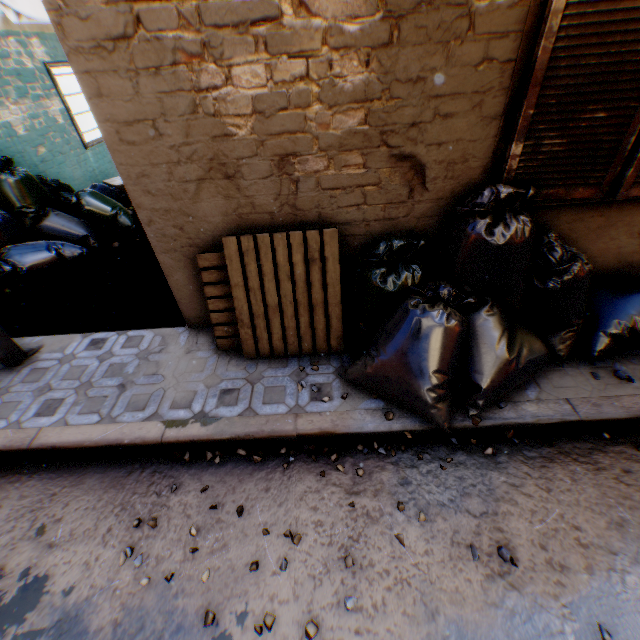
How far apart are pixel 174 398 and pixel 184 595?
1.45m

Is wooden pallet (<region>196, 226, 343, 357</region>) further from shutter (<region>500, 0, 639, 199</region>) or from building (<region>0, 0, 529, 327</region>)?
shutter (<region>500, 0, 639, 199</region>)

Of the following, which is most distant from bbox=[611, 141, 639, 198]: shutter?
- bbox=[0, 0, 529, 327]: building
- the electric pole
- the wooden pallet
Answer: the electric pole

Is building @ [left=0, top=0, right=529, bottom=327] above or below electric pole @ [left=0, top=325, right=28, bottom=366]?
above

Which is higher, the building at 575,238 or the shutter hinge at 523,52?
the shutter hinge at 523,52

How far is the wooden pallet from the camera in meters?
2.8

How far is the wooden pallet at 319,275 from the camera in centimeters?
278cm

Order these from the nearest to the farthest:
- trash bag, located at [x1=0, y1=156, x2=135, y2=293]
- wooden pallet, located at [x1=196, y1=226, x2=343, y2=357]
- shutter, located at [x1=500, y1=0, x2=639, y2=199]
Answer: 1. shutter, located at [x1=500, y1=0, x2=639, y2=199]
2. wooden pallet, located at [x1=196, y1=226, x2=343, y2=357]
3. trash bag, located at [x1=0, y1=156, x2=135, y2=293]
